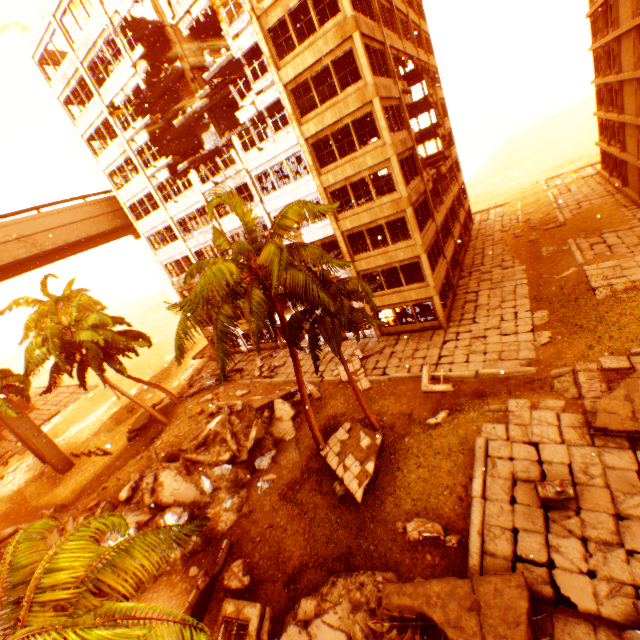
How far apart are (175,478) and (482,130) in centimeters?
3203cm

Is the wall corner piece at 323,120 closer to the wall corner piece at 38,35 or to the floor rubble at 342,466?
the wall corner piece at 38,35

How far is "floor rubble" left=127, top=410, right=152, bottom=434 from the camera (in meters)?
29.36

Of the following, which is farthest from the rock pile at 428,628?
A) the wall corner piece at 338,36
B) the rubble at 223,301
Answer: the wall corner piece at 338,36

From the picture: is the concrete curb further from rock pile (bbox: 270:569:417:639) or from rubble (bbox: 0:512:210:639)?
rubble (bbox: 0:512:210:639)

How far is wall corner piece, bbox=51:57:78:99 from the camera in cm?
2438

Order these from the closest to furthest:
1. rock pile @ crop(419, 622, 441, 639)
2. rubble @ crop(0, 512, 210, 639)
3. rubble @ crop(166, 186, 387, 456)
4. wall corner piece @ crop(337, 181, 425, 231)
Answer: rubble @ crop(0, 512, 210, 639)
rock pile @ crop(419, 622, 441, 639)
rubble @ crop(166, 186, 387, 456)
wall corner piece @ crop(337, 181, 425, 231)

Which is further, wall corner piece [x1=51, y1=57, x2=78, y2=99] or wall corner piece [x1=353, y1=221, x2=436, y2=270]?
wall corner piece [x1=51, y1=57, x2=78, y2=99]
